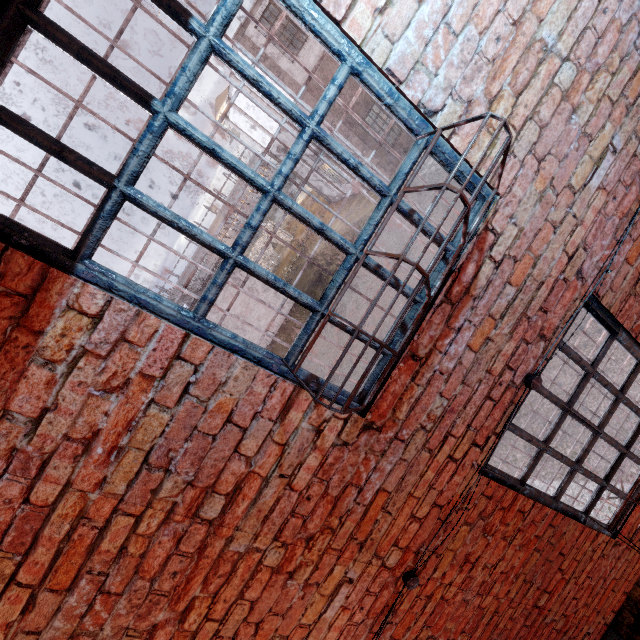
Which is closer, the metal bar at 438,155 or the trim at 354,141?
the metal bar at 438,155

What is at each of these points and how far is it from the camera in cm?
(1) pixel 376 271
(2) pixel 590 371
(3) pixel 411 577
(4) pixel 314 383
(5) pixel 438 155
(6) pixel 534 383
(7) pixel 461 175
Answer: (1) metal bar, 160
(2) metal bar, 230
(3) wiring, 203
(4) metal bar, 162
(5) metal bar, 159
(6) wiring, 201
(7) metal bar, 165

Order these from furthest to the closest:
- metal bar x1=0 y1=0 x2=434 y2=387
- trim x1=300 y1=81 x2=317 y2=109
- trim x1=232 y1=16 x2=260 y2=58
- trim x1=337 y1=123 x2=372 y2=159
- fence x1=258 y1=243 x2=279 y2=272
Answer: fence x1=258 y1=243 x2=279 y2=272, trim x1=337 y1=123 x2=372 y2=159, trim x1=300 y1=81 x2=317 y2=109, trim x1=232 y1=16 x2=260 y2=58, metal bar x1=0 y1=0 x2=434 y2=387

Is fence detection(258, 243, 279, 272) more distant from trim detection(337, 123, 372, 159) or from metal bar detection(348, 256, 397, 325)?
metal bar detection(348, 256, 397, 325)

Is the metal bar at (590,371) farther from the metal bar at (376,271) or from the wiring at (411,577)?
the metal bar at (376,271)

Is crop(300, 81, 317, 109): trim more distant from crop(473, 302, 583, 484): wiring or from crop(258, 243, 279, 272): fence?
crop(473, 302, 583, 484): wiring

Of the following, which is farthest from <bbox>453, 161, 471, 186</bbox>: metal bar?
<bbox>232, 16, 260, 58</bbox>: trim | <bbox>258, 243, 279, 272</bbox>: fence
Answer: <bbox>258, 243, 279, 272</bbox>: fence

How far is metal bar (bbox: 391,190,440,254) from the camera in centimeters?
158cm
